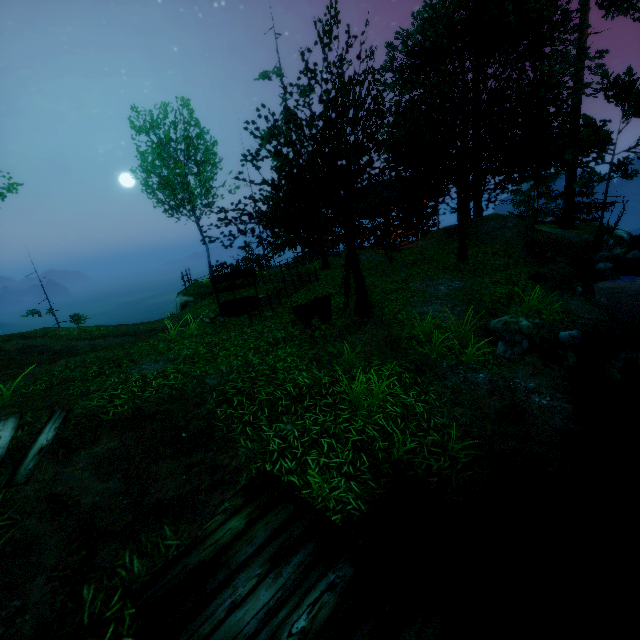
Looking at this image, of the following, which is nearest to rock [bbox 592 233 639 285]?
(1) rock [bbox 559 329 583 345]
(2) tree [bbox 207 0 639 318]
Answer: (2) tree [bbox 207 0 639 318]

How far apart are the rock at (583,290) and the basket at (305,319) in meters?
8.9 m

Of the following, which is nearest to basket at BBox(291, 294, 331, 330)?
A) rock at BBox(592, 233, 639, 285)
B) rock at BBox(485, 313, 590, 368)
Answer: rock at BBox(485, 313, 590, 368)

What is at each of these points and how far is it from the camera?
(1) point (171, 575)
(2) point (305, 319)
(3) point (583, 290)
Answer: (1) wooden platform, 3.2 meters
(2) basket, 8.9 meters
(3) rock, 10.8 meters

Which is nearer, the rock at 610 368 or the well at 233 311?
the rock at 610 368

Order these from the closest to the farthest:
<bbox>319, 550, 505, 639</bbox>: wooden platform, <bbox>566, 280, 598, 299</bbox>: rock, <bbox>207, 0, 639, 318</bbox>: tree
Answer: <bbox>319, 550, 505, 639</bbox>: wooden platform
<bbox>207, 0, 639, 318</bbox>: tree
<bbox>566, 280, 598, 299</bbox>: rock

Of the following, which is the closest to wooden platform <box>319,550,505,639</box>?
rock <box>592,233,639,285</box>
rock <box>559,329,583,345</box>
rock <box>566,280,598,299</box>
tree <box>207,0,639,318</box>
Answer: tree <box>207,0,639,318</box>

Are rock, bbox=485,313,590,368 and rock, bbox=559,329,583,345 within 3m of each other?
yes
